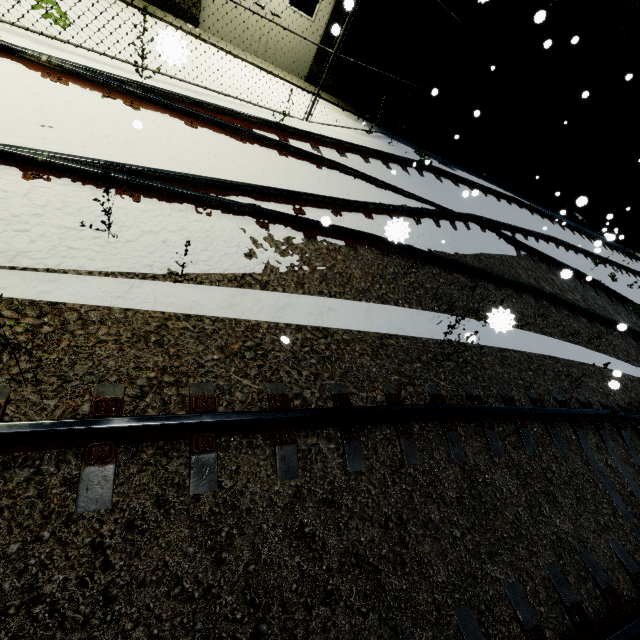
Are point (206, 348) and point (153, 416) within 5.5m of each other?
yes

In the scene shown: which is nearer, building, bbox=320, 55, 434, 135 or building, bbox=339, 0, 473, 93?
building, bbox=339, 0, 473, 93

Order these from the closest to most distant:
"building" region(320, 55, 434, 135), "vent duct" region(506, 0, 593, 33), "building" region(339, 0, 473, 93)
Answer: "vent duct" region(506, 0, 593, 33) → "building" region(339, 0, 473, 93) → "building" region(320, 55, 434, 135)

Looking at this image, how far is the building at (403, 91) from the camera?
9.6 meters

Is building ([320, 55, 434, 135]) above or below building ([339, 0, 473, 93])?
below

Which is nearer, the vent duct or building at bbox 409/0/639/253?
the vent duct

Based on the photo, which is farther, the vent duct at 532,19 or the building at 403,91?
the building at 403,91
